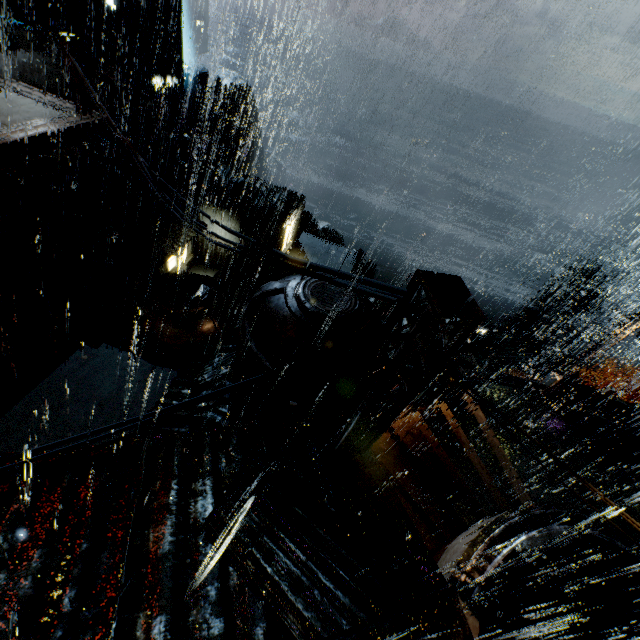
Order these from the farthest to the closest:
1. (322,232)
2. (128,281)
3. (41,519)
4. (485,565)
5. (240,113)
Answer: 1. (322,232)
2. (240,113)
3. (128,281)
4. (485,565)
5. (41,519)

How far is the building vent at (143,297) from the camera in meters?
19.0 m

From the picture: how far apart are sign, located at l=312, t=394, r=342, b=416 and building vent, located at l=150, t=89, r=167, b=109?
43.7 meters

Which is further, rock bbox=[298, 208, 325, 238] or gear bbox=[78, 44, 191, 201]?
rock bbox=[298, 208, 325, 238]

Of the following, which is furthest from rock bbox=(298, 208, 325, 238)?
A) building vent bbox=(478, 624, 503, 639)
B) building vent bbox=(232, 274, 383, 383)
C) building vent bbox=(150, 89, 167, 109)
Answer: building vent bbox=(478, 624, 503, 639)

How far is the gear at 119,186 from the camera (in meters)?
29.40

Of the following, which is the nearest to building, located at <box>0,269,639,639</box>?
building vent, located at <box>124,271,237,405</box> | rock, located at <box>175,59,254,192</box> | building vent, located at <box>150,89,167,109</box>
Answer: building vent, located at <box>150,89,167,109</box>

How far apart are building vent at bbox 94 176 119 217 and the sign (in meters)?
26.76
